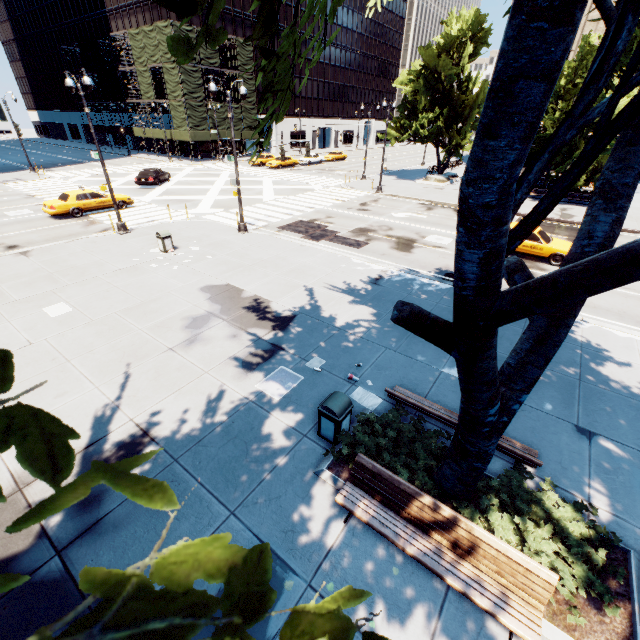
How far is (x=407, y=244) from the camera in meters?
18.3

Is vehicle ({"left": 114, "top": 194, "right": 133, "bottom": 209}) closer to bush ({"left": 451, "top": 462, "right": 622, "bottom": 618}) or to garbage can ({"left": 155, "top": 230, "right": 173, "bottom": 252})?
garbage can ({"left": 155, "top": 230, "right": 173, "bottom": 252})

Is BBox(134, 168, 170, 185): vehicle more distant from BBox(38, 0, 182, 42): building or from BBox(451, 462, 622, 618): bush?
BBox(451, 462, 622, 618): bush

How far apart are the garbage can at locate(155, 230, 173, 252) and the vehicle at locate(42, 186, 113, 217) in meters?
10.1 m

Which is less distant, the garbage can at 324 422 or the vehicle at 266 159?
the garbage can at 324 422

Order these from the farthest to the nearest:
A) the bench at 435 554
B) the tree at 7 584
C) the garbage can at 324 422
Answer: the garbage can at 324 422
the bench at 435 554
the tree at 7 584

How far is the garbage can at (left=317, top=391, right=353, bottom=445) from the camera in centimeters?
629cm

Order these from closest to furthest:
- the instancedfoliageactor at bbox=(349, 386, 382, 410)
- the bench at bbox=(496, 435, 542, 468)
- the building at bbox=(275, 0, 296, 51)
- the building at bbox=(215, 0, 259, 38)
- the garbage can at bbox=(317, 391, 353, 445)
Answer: the bench at bbox=(496, 435, 542, 468), the garbage can at bbox=(317, 391, 353, 445), the instancedfoliageactor at bbox=(349, 386, 382, 410), the building at bbox=(215, 0, 259, 38), the building at bbox=(275, 0, 296, 51)
